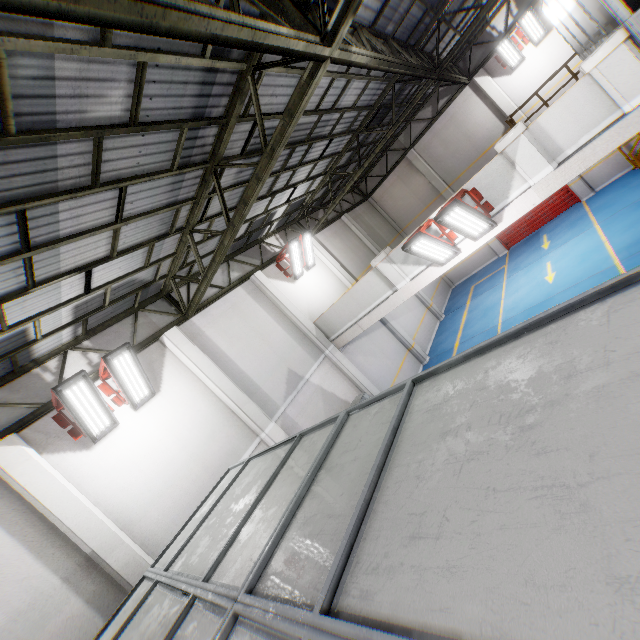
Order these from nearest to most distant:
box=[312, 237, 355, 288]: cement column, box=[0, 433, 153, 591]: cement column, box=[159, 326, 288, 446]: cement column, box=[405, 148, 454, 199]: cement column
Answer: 1. box=[0, 433, 153, 591]: cement column
2. box=[159, 326, 288, 446]: cement column
3. box=[312, 237, 355, 288]: cement column
4. box=[405, 148, 454, 199]: cement column

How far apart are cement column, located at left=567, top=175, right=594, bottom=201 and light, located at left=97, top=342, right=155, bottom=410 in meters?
18.9 m

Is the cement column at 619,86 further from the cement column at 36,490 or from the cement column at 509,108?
the cement column at 36,490

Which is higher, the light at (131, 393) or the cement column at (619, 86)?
the light at (131, 393)

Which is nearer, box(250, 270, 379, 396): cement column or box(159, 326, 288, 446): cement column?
box(159, 326, 288, 446): cement column

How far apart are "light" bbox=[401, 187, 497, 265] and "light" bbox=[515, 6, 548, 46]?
11.3m

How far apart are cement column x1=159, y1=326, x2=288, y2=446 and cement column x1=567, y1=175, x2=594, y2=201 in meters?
17.3 m

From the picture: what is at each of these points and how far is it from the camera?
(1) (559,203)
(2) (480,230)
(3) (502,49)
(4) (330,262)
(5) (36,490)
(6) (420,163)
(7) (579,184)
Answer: (1) door, 16.3 meters
(2) light, 7.6 meters
(3) light, 13.7 meters
(4) cement column, 14.6 meters
(5) cement column, 6.0 meters
(6) cement column, 18.1 meters
(7) cement column, 15.4 meters
